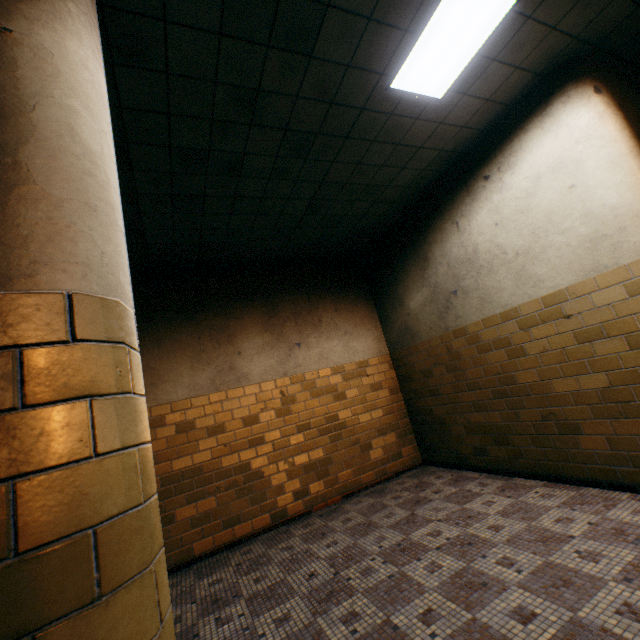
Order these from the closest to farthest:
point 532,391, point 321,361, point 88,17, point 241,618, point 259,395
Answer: point 88,17 → point 241,618 → point 532,391 → point 259,395 → point 321,361
